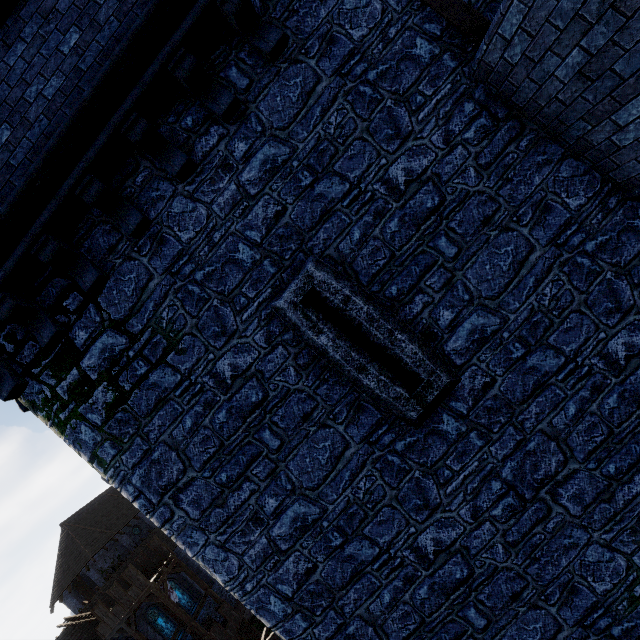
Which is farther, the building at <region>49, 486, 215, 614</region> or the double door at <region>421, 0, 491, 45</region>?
the building at <region>49, 486, 215, 614</region>

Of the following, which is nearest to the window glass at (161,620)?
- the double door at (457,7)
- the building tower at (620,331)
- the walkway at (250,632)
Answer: the walkway at (250,632)

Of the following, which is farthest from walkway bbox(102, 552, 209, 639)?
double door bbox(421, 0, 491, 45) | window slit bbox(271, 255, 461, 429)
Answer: double door bbox(421, 0, 491, 45)

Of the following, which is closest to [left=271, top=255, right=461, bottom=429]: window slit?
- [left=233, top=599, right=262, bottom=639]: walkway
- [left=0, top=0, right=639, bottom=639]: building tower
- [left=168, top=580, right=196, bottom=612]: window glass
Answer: [left=0, top=0, right=639, bottom=639]: building tower

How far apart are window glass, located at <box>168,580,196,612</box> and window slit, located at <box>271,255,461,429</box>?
41.1 meters

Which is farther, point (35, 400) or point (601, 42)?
point (35, 400)

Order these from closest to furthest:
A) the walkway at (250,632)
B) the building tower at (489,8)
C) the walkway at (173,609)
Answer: the building tower at (489,8) < the walkway at (173,609) < the walkway at (250,632)

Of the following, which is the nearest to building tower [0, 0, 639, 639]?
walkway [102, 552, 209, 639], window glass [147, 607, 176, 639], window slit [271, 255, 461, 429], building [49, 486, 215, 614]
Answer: window slit [271, 255, 461, 429]
